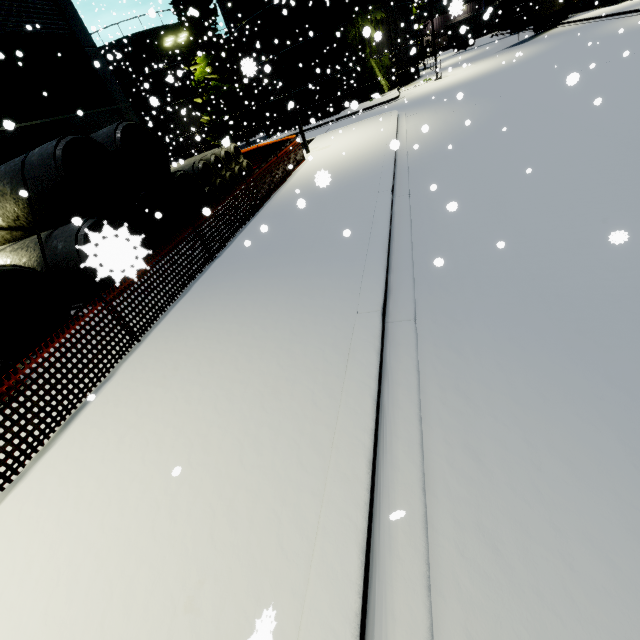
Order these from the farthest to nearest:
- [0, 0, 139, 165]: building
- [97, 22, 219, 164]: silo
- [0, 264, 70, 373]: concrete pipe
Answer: [97, 22, 219, 164]: silo < [0, 0, 139, 165]: building < [0, 264, 70, 373]: concrete pipe

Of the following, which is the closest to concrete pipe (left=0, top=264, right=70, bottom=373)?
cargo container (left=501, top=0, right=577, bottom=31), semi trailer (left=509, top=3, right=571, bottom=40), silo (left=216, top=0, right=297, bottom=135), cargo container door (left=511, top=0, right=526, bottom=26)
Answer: silo (left=216, top=0, right=297, bottom=135)

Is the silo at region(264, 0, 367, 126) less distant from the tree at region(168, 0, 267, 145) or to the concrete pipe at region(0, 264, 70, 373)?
the tree at region(168, 0, 267, 145)

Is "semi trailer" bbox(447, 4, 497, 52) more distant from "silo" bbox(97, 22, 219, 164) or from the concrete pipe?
the concrete pipe

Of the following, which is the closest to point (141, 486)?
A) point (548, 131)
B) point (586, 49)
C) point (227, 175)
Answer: point (548, 131)

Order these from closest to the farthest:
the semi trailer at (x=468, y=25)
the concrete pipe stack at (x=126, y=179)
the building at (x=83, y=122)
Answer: the concrete pipe stack at (x=126, y=179)
the building at (x=83, y=122)
the semi trailer at (x=468, y=25)

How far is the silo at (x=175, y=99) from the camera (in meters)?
31.67

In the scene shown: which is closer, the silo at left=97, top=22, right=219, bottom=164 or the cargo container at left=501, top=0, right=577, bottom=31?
the cargo container at left=501, top=0, right=577, bottom=31
